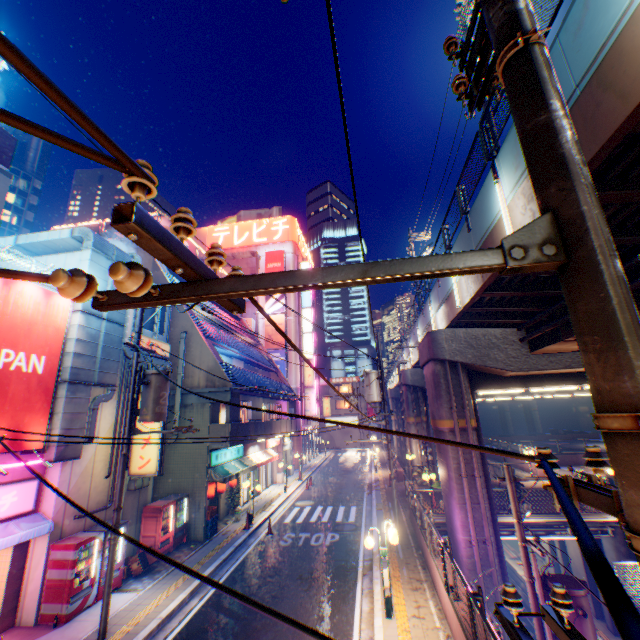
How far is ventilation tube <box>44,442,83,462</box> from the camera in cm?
1007

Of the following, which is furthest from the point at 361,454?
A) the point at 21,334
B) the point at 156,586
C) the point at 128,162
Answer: the point at 128,162

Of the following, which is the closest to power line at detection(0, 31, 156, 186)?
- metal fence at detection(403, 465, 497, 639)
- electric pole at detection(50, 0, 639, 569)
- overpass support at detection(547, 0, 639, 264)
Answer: electric pole at detection(50, 0, 639, 569)

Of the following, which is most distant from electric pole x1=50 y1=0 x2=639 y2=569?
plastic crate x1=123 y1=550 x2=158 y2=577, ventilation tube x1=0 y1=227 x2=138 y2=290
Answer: plastic crate x1=123 y1=550 x2=158 y2=577

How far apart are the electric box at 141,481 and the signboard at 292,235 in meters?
34.7

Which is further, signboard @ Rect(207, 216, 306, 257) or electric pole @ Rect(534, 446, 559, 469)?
signboard @ Rect(207, 216, 306, 257)

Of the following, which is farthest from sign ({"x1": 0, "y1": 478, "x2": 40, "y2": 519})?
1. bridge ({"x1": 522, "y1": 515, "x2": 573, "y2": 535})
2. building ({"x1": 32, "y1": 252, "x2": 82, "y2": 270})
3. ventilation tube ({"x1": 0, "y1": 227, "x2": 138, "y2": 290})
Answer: bridge ({"x1": 522, "y1": 515, "x2": 573, "y2": 535})

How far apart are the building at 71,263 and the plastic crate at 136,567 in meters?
10.4
